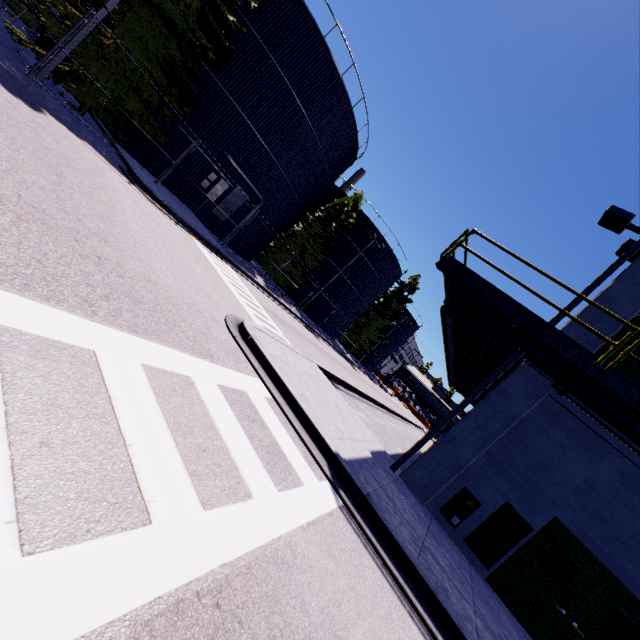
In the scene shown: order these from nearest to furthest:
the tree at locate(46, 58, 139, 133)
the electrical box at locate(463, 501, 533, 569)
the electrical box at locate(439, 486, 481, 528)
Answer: the electrical box at locate(463, 501, 533, 569) → the electrical box at locate(439, 486, 481, 528) → the tree at locate(46, 58, 139, 133)

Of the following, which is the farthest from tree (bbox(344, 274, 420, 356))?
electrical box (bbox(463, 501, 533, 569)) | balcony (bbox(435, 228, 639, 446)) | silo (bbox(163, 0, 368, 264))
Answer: electrical box (bbox(463, 501, 533, 569))

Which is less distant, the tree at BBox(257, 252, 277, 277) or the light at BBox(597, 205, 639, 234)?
the light at BBox(597, 205, 639, 234)

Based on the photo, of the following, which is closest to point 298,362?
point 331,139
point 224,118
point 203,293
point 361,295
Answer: point 203,293

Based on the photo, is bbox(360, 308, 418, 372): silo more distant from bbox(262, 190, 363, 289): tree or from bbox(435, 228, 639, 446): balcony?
bbox(435, 228, 639, 446): balcony

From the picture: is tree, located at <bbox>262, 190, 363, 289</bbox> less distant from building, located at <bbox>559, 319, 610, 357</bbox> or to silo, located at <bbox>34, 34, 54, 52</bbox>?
silo, located at <bbox>34, 34, 54, 52</bbox>

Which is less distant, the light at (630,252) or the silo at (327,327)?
the light at (630,252)

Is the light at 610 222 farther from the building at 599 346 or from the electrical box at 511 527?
the electrical box at 511 527
